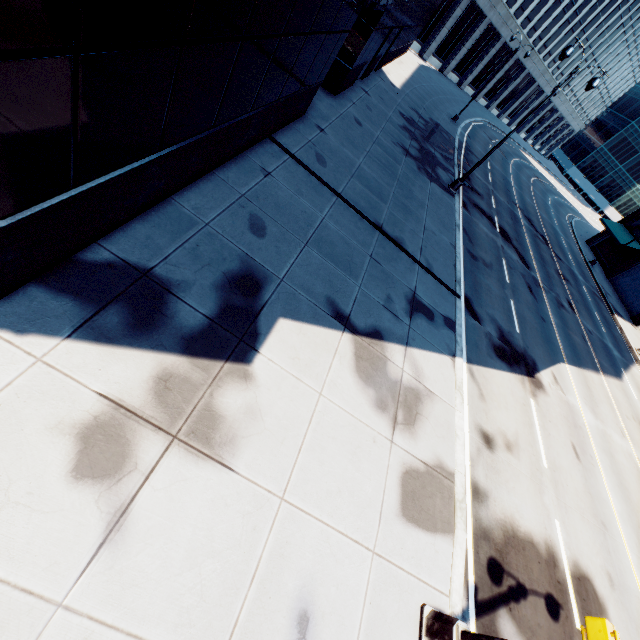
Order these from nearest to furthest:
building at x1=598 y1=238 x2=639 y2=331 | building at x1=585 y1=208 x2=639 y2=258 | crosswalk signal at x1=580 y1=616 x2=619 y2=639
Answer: crosswalk signal at x1=580 y1=616 x2=619 y2=639, building at x1=598 y1=238 x2=639 y2=331, building at x1=585 y1=208 x2=639 y2=258

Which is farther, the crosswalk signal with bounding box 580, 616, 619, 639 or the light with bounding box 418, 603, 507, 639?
the light with bounding box 418, 603, 507, 639

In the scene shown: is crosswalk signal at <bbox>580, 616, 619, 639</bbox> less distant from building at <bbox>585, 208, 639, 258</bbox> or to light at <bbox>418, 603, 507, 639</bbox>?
light at <bbox>418, 603, 507, 639</bbox>

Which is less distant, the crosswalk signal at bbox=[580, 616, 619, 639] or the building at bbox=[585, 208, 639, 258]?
the crosswalk signal at bbox=[580, 616, 619, 639]

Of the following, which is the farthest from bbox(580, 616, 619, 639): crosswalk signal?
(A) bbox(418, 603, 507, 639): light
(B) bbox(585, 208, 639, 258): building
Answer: (B) bbox(585, 208, 639, 258): building

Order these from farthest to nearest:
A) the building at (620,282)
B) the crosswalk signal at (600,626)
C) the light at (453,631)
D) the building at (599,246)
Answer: the building at (599,246) → the building at (620,282) → the light at (453,631) → the crosswalk signal at (600,626)

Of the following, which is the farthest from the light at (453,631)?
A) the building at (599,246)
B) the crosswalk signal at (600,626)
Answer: the building at (599,246)

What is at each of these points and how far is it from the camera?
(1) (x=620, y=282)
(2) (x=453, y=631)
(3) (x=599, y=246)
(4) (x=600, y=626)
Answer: (1) building, 34.8 meters
(2) light, 4.9 meters
(3) building, 40.5 meters
(4) crosswalk signal, 3.8 meters
